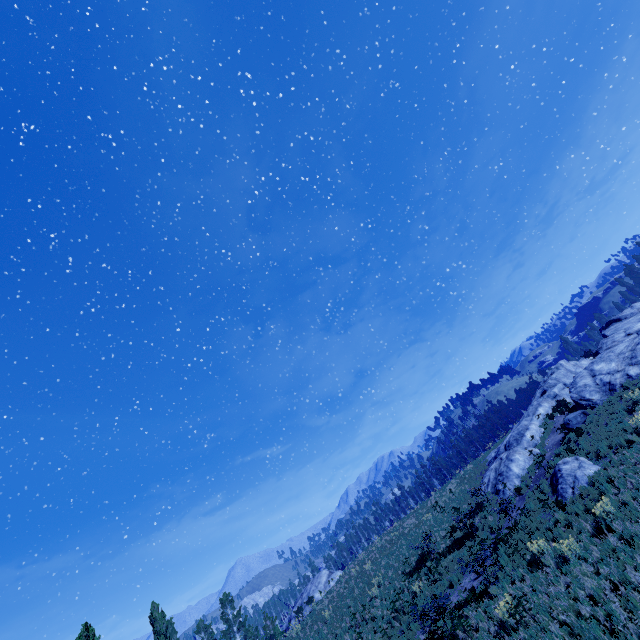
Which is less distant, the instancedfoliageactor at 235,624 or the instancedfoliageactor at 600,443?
the instancedfoliageactor at 600,443

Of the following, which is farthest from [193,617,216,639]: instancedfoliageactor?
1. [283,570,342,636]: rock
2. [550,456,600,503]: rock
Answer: [550,456,600,503]: rock

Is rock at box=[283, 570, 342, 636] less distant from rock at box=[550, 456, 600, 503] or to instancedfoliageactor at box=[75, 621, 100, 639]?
instancedfoliageactor at box=[75, 621, 100, 639]

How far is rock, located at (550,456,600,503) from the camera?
15.6m

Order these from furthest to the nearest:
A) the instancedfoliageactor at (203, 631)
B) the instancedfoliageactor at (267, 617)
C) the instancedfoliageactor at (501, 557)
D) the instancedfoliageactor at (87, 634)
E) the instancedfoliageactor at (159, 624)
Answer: the instancedfoliageactor at (203, 631) → the instancedfoliageactor at (159, 624) → the instancedfoliageactor at (267, 617) → the instancedfoliageactor at (87, 634) → the instancedfoliageactor at (501, 557)

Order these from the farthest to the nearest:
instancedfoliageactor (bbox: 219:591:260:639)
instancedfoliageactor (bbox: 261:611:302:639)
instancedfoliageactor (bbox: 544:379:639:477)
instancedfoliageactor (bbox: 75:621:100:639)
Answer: instancedfoliageactor (bbox: 219:591:260:639), instancedfoliageactor (bbox: 261:611:302:639), instancedfoliageactor (bbox: 75:621:100:639), instancedfoliageactor (bbox: 544:379:639:477)

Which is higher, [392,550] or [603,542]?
[392,550]
